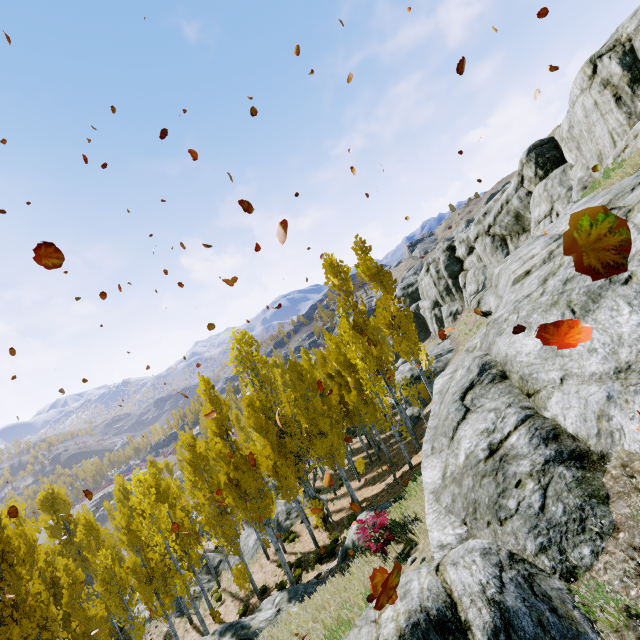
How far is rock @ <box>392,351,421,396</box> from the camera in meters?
35.7

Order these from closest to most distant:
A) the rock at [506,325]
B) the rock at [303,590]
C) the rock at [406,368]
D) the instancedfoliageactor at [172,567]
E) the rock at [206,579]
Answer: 1. the rock at [506,325]
2. the rock at [303,590]
3. the instancedfoliageactor at [172,567]
4. the rock at [206,579]
5. the rock at [406,368]

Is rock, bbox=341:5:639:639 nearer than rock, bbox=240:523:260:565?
Yes

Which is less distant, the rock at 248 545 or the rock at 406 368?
the rock at 248 545

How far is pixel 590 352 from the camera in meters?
4.9 m

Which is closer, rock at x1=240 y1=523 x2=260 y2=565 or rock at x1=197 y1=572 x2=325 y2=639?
rock at x1=197 y1=572 x2=325 y2=639

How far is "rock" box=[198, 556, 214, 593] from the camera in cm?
2411

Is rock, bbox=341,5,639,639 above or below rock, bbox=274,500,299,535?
above
